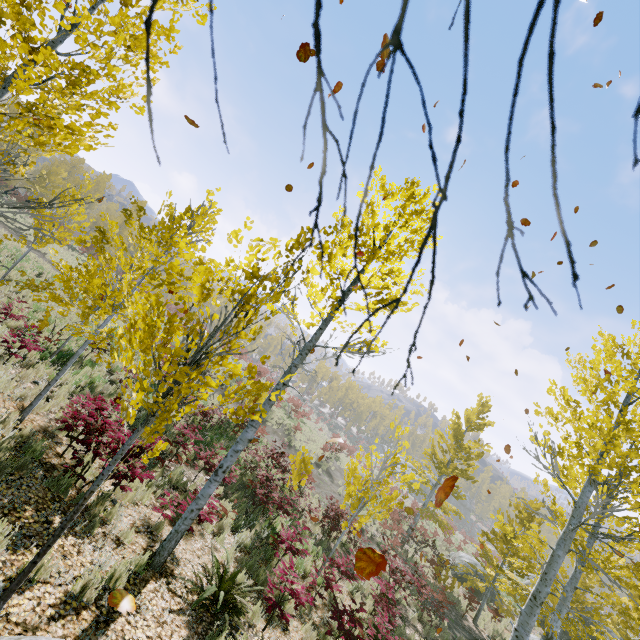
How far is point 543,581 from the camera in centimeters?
643cm
